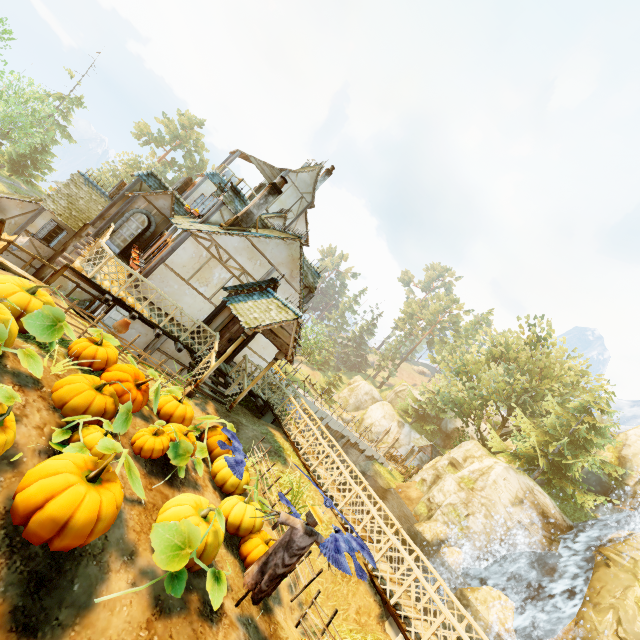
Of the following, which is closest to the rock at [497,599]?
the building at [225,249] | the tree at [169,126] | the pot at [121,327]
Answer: the tree at [169,126]

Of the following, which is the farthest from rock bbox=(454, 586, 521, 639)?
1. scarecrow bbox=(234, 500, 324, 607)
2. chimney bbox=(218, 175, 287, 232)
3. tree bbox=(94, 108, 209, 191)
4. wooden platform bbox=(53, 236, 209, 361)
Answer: chimney bbox=(218, 175, 287, 232)

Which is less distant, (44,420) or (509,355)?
(44,420)

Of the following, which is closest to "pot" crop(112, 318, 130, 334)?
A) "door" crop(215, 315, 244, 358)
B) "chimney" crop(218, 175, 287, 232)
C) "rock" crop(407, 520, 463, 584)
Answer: "door" crop(215, 315, 244, 358)

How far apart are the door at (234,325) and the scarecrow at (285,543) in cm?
908

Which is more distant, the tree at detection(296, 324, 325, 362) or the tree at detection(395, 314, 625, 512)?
the tree at detection(296, 324, 325, 362)

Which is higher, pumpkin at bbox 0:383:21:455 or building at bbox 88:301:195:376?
pumpkin at bbox 0:383:21:455

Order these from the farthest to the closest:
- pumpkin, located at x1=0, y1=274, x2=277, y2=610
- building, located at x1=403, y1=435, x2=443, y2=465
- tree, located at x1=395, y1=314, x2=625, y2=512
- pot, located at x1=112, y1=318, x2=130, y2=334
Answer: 1. building, located at x1=403, y1=435, x2=443, y2=465
2. tree, located at x1=395, y1=314, x2=625, y2=512
3. pot, located at x1=112, y1=318, x2=130, y2=334
4. pumpkin, located at x1=0, y1=274, x2=277, y2=610
